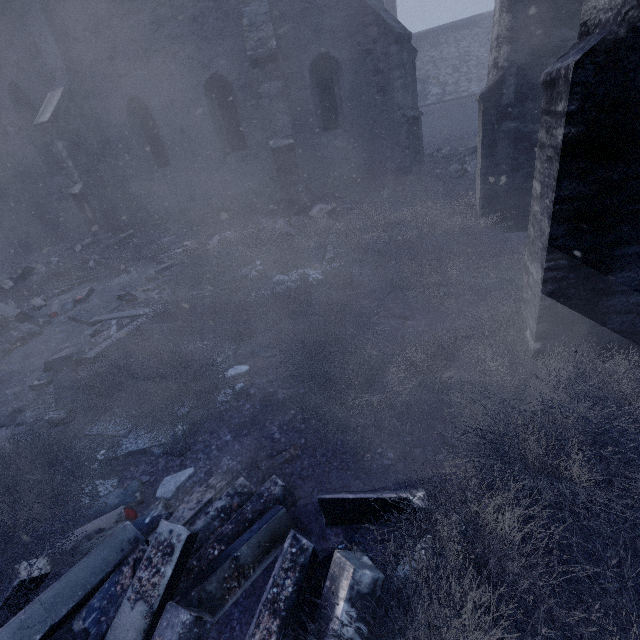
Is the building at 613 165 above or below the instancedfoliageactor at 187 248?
above

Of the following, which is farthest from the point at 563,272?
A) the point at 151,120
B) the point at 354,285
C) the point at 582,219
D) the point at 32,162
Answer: the point at 32,162

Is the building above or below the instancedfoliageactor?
above
